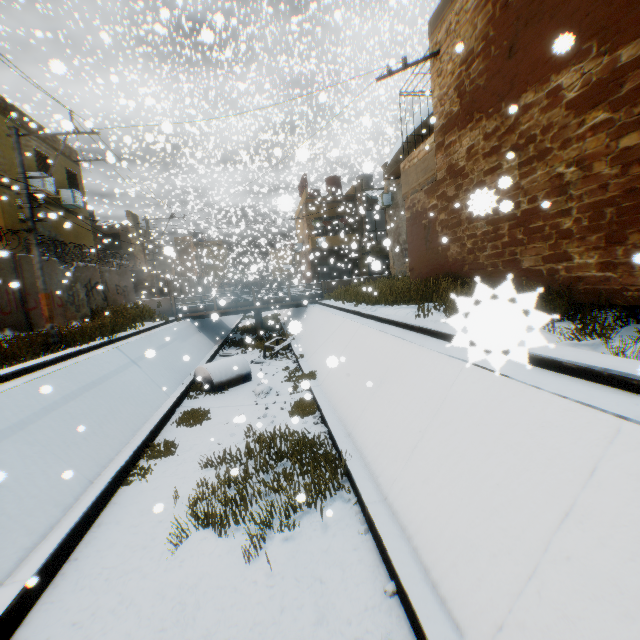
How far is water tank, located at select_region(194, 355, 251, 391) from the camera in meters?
12.5

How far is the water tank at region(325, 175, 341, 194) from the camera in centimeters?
3261cm

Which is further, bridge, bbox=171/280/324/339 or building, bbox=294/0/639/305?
bridge, bbox=171/280/324/339

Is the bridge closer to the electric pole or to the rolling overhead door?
the rolling overhead door

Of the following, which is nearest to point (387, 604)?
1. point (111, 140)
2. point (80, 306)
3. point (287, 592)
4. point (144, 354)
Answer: point (287, 592)

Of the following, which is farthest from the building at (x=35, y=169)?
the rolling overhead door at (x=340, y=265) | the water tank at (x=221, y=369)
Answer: the water tank at (x=221, y=369)

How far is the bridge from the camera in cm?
2081

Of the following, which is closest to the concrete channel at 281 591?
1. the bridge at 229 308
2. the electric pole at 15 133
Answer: the bridge at 229 308
